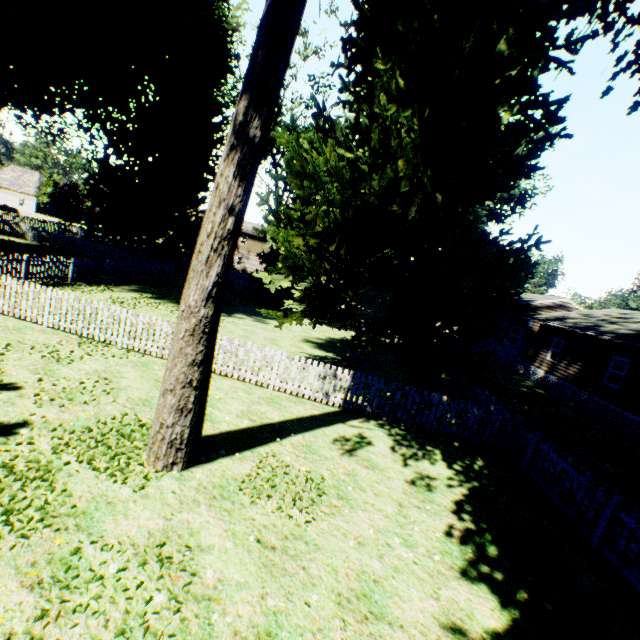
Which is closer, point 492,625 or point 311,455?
point 492,625

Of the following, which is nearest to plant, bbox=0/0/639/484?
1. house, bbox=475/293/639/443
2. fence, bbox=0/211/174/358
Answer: fence, bbox=0/211/174/358

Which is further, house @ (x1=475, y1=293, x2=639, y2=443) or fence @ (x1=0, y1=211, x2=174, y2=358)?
house @ (x1=475, y1=293, x2=639, y2=443)

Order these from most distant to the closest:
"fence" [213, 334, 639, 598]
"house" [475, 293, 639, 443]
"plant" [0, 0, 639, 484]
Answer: "house" [475, 293, 639, 443]
"fence" [213, 334, 639, 598]
"plant" [0, 0, 639, 484]

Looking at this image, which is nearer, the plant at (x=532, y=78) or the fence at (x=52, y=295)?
the plant at (x=532, y=78)

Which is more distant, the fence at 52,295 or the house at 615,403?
the house at 615,403

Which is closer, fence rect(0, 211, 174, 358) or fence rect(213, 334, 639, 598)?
fence rect(213, 334, 639, 598)
